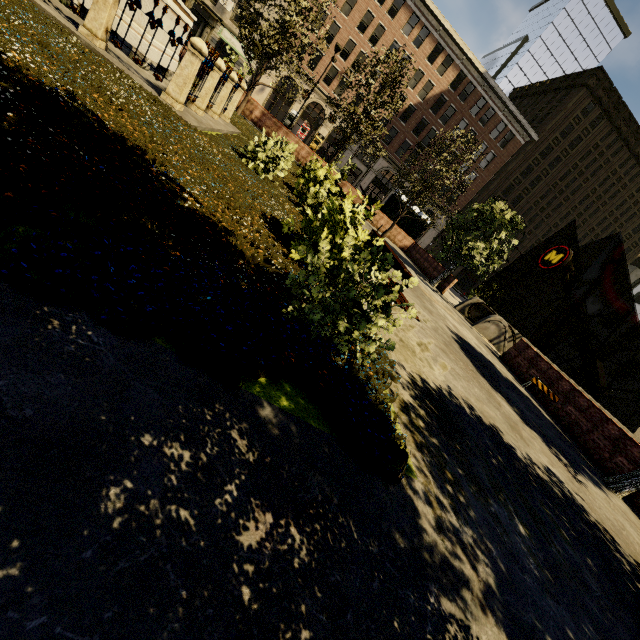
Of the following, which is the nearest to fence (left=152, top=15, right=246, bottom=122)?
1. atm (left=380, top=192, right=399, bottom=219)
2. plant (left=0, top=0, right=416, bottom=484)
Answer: plant (left=0, top=0, right=416, bottom=484)

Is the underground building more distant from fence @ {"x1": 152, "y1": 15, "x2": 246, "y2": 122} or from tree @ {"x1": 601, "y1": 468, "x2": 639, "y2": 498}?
fence @ {"x1": 152, "y1": 15, "x2": 246, "y2": 122}

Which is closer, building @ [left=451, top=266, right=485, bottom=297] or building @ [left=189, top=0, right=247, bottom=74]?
building @ [left=189, top=0, right=247, bottom=74]

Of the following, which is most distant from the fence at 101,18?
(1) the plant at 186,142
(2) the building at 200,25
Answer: (2) the building at 200,25

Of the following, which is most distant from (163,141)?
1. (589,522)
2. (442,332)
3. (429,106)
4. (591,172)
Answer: (591,172)

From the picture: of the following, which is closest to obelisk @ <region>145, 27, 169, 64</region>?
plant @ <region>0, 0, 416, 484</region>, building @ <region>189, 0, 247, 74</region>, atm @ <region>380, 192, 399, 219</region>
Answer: plant @ <region>0, 0, 416, 484</region>

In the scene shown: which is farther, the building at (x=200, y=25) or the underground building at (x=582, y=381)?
the building at (x=200, y=25)

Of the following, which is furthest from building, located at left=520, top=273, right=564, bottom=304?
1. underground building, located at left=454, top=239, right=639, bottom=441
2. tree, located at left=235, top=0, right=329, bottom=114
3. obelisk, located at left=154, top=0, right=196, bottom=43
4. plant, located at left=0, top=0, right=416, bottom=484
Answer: obelisk, located at left=154, top=0, right=196, bottom=43
